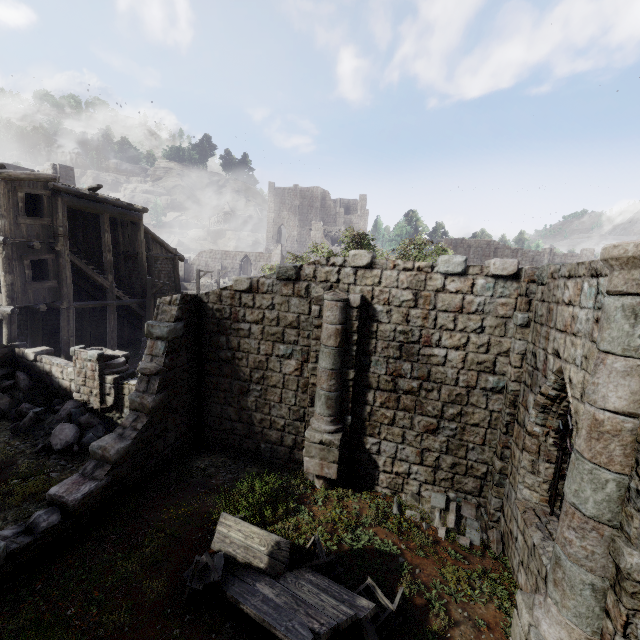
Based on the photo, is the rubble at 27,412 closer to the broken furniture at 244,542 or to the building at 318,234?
the building at 318,234

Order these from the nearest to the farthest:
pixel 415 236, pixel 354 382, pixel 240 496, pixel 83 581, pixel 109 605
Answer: pixel 109 605
pixel 83 581
pixel 240 496
pixel 354 382
pixel 415 236

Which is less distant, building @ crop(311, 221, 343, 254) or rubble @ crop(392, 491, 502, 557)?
rubble @ crop(392, 491, 502, 557)

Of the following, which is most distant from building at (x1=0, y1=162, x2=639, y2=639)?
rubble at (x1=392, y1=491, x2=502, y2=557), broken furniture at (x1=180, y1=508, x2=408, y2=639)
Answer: broken furniture at (x1=180, y1=508, x2=408, y2=639)

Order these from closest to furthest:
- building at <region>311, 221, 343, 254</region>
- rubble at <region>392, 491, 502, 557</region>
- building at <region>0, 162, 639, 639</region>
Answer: building at <region>0, 162, 639, 639</region> < rubble at <region>392, 491, 502, 557</region> < building at <region>311, 221, 343, 254</region>

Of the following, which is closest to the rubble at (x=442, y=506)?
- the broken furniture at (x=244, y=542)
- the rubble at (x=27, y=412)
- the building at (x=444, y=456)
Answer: the building at (x=444, y=456)

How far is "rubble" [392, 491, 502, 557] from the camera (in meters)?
7.64

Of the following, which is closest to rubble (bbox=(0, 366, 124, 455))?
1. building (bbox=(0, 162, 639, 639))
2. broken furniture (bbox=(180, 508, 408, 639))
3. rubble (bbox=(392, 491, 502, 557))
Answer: building (bbox=(0, 162, 639, 639))
